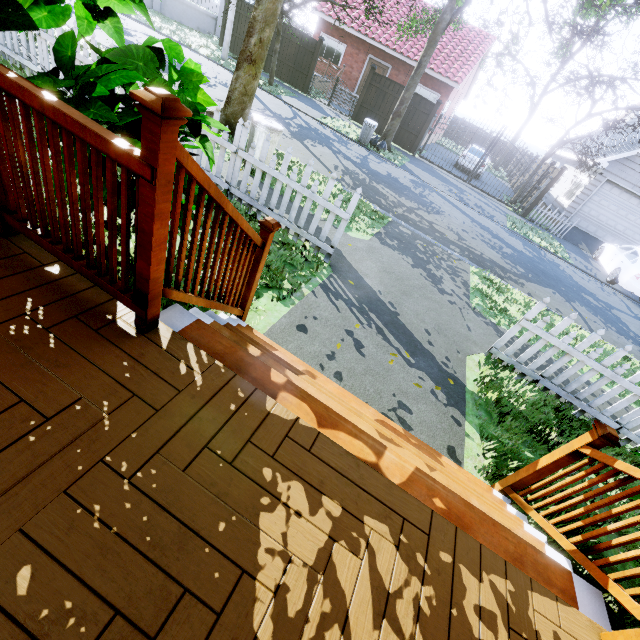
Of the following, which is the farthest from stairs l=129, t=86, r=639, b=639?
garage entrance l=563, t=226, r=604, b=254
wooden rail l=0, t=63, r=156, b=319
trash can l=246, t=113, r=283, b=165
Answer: garage entrance l=563, t=226, r=604, b=254

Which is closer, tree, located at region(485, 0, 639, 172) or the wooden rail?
the wooden rail

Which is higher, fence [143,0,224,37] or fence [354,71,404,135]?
fence [354,71,404,135]

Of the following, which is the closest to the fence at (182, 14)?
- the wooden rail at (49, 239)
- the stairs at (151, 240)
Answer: the stairs at (151, 240)

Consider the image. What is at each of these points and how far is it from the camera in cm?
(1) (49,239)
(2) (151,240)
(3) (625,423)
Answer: (1) wooden rail, 178
(2) stairs, 143
(3) fence, 438

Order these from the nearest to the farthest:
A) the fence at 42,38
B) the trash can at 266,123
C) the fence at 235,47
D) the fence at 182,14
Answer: the fence at 42,38 → the trash can at 266,123 → the fence at 235,47 → the fence at 182,14

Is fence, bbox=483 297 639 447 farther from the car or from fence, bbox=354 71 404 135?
the car

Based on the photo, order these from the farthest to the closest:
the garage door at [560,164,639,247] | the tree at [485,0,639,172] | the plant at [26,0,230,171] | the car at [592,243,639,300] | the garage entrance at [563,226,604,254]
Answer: the garage entrance at [563,226,604,254] < the garage door at [560,164,639,247] < the tree at [485,0,639,172] < the car at [592,243,639,300] < the plant at [26,0,230,171]
